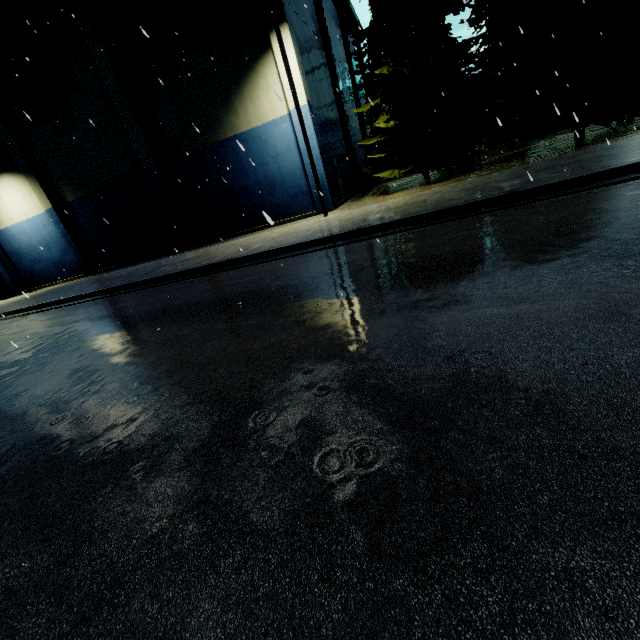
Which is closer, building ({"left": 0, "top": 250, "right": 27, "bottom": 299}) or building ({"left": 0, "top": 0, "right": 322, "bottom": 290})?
building ({"left": 0, "top": 0, "right": 322, "bottom": 290})

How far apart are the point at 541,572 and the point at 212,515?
1.85m

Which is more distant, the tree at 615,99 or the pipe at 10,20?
the pipe at 10,20

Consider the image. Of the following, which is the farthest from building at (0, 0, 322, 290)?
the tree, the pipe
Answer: the tree

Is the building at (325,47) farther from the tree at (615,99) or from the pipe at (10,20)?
the tree at (615,99)

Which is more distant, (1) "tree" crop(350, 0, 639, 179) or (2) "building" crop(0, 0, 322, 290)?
(2) "building" crop(0, 0, 322, 290)

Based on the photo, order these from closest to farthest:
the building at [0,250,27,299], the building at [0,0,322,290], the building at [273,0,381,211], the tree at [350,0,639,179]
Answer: the tree at [350,0,639,179] → the building at [273,0,381,211] → the building at [0,0,322,290] → the building at [0,250,27,299]
